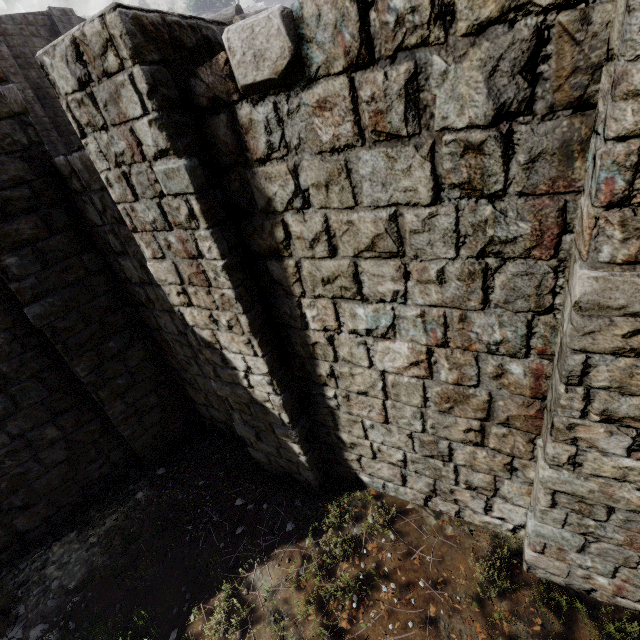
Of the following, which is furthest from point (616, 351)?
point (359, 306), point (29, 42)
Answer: point (29, 42)
